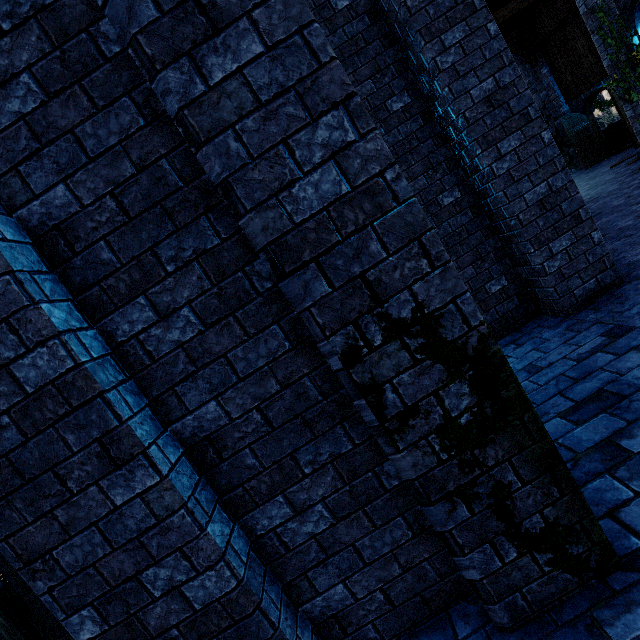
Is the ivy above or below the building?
above

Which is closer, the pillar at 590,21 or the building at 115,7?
the building at 115,7

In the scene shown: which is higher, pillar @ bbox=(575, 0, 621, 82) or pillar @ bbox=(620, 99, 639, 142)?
pillar @ bbox=(575, 0, 621, 82)

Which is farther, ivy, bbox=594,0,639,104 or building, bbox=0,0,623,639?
ivy, bbox=594,0,639,104

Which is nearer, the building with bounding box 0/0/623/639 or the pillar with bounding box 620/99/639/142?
the building with bounding box 0/0/623/639

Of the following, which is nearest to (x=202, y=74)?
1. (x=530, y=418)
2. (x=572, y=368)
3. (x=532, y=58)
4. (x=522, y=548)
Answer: (x=530, y=418)
